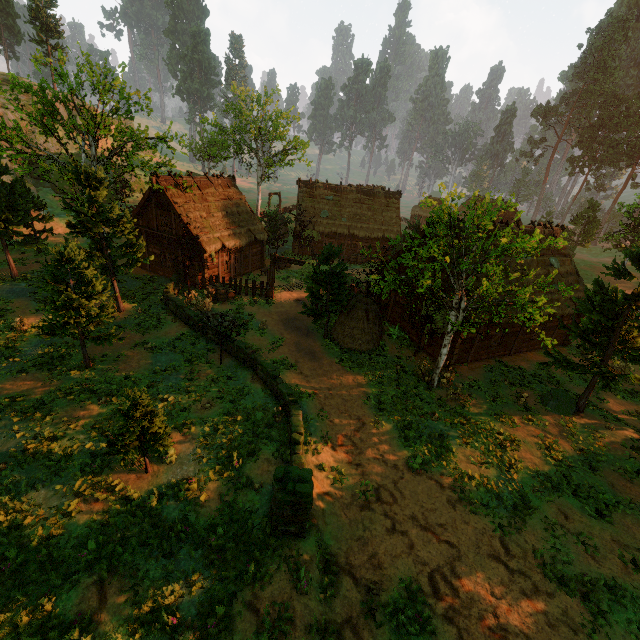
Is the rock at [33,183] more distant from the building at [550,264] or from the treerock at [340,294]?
the building at [550,264]

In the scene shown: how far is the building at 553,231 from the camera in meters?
22.2

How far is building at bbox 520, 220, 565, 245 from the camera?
22.2 meters

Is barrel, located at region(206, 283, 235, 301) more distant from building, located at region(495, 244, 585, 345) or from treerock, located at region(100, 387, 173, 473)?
building, located at region(495, 244, 585, 345)

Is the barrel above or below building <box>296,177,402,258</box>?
below

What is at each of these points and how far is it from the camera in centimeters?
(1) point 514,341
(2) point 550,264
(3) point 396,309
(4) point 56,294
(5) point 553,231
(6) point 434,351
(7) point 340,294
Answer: (1) building, 2133cm
(2) building, 2198cm
(3) building, 2333cm
(4) treerock, 1393cm
(5) building, 2320cm
(6) building, 2016cm
(7) treerock, 2030cm

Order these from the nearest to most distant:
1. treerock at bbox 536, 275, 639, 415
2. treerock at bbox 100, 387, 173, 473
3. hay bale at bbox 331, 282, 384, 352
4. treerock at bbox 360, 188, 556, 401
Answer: treerock at bbox 100, 387, 173, 473 → treerock at bbox 360, 188, 556, 401 → treerock at bbox 536, 275, 639, 415 → hay bale at bbox 331, 282, 384, 352

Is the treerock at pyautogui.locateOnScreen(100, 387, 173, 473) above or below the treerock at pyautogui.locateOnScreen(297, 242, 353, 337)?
below
